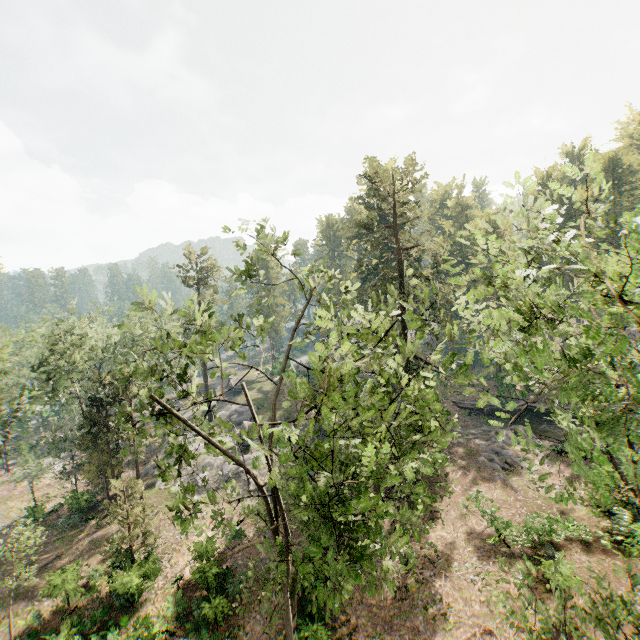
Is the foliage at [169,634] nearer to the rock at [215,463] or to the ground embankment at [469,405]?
the rock at [215,463]

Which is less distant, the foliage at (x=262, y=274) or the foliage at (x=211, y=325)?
→ the foliage at (x=211, y=325)

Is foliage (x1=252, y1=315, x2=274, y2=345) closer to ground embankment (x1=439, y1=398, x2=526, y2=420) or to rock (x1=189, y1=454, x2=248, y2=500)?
rock (x1=189, y1=454, x2=248, y2=500)

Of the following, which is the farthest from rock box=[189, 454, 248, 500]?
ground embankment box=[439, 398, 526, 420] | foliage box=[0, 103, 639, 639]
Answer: ground embankment box=[439, 398, 526, 420]

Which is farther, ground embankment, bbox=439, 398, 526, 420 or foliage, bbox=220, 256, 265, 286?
ground embankment, bbox=439, 398, 526, 420

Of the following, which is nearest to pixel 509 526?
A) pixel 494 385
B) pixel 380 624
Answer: pixel 380 624
